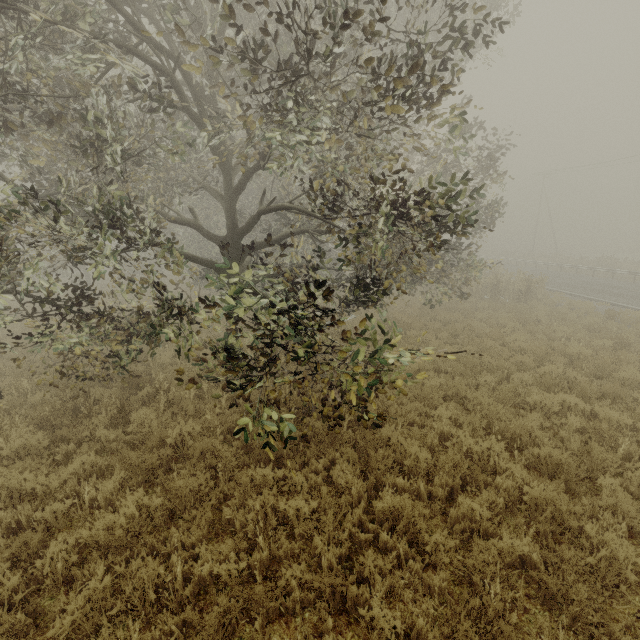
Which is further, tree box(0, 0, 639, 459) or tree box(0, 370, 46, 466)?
tree box(0, 370, 46, 466)

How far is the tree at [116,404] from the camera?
7.0 meters

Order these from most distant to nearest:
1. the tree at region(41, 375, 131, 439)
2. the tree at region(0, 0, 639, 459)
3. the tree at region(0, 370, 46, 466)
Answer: the tree at region(41, 375, 131, 439), the tree at region(0, 370, 46, 466), the tree at region(0, 0, 639, 459)

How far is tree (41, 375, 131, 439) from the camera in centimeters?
696cm

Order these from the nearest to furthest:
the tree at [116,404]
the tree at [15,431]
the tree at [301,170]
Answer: the tree at [301,170] → the tree at [15,431] → the tree at [116,404]

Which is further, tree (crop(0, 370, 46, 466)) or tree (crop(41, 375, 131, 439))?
tree (crop(41, 375, 131, 439))

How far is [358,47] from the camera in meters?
9.2
